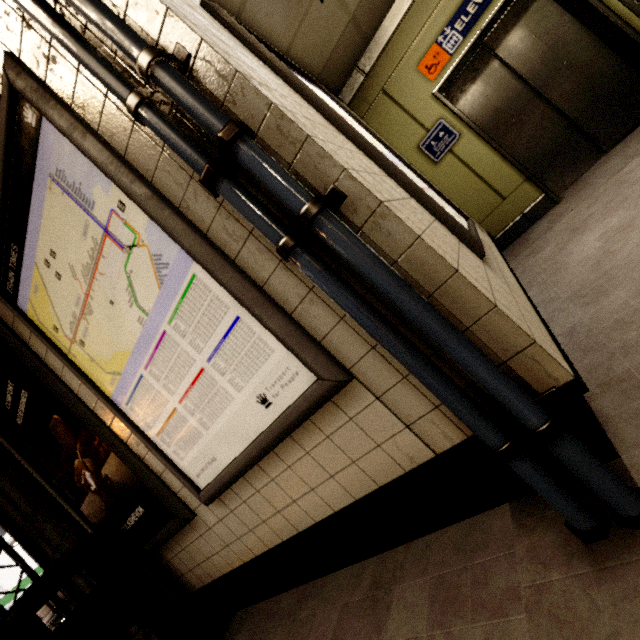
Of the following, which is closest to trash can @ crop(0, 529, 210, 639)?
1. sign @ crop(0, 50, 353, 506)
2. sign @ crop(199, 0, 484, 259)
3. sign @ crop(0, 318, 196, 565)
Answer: sign @ crop(0, 318, 196, 565)

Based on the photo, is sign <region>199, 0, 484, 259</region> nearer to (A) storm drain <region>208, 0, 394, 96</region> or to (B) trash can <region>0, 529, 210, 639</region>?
(A) storm drain <region>208, 0, 394, 96</region>

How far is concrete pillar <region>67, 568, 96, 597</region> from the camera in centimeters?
280cm

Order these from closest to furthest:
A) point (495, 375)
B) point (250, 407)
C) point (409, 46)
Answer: point (495, 375)
point (250, 407)
point (409, 46)

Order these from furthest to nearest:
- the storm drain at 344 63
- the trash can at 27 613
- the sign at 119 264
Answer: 1. the storm drain at 344 63
2. the trash can at 27 613
3. the sign at 119 264

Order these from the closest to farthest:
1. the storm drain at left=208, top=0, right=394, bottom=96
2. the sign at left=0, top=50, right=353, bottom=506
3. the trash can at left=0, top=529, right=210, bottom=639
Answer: the sign at left=0, top=50, right=353, bottom=506 → the trash can at left=0, top=529, right=210, bottom=639 → the storm drain at left=208, top=0, right=394, bottom=96

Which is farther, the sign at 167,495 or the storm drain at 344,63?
the storm drain at 344,63

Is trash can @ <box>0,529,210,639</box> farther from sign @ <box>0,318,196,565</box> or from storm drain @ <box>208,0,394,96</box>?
storm drain @ <box>208,0,394,96</box>
